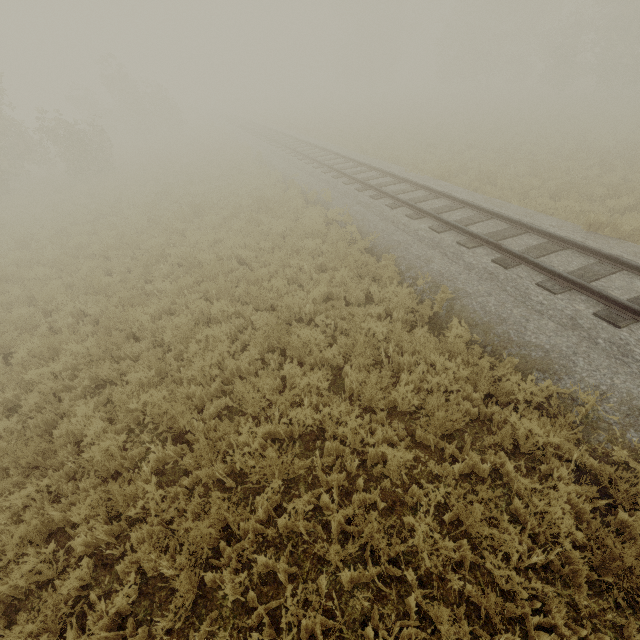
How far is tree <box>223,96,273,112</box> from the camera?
51.47m

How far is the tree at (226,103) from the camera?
51.5m

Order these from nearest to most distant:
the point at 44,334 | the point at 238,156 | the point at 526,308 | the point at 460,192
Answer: the point at 526,308 → the point at 44,334 → the point at 460,192 → the point at 238,156
